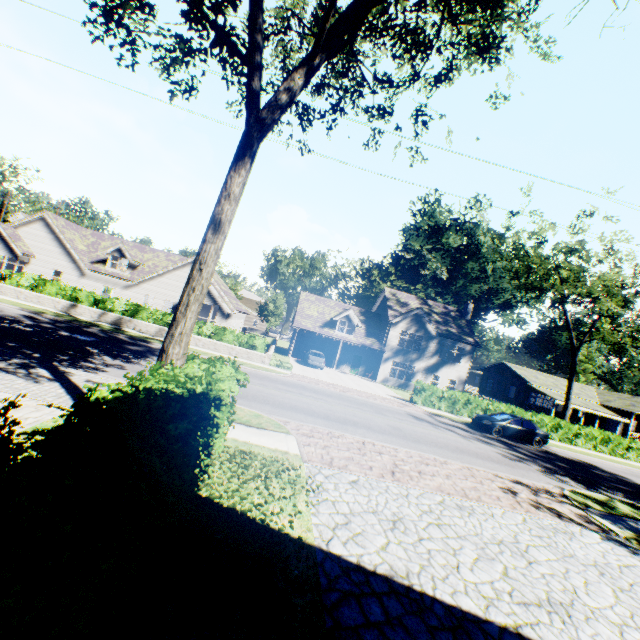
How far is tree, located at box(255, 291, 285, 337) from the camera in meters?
48.5

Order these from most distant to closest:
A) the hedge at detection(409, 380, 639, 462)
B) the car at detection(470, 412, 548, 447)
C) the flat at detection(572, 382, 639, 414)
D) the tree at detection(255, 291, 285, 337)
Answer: the tree at detection(255, 291, 285, 337), the flat at detection(572, 382, 639, 414), the hedge at detection(409, 380, 639, 462), the car at detection(470, 412, 548, 447)

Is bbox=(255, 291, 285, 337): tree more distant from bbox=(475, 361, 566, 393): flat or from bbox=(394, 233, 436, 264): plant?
bbox=(475, 361, 566, 393): flat

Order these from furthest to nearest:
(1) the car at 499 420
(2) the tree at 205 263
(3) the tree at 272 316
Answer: (3) the tree at 272 316 → (1) the car at 499 420 → (2) the tree at 205 263

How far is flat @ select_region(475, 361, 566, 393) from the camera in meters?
42.6

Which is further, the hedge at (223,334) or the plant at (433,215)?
the plant at (433,215)

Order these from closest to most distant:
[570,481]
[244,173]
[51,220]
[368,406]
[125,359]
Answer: [244,173] → [125,359] → [570,481] → [368,406] → [51,220]

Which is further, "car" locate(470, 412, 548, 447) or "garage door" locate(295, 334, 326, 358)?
"garage door" locate(295, 334, 326, 358)
